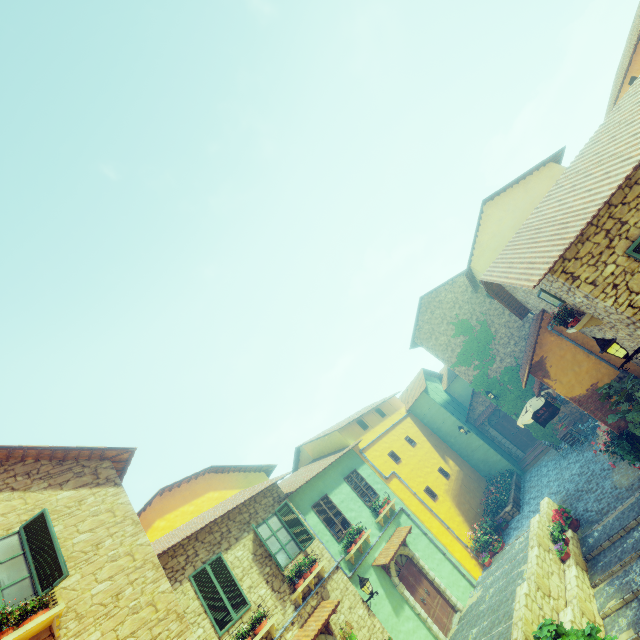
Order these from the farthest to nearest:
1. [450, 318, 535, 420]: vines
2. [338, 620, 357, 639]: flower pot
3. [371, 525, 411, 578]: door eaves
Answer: [450, 318, 535, 420]: vines
[371, 525, 411, 578]: door eaves
[338, 620, 357, 639]: flower pot

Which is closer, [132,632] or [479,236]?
[132,632]

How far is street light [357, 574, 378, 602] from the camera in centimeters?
1100cm

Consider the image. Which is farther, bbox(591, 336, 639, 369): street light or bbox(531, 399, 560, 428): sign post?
bbox(531, 399, 560, 428): sign post

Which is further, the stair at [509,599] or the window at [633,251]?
the stair at [509,599]

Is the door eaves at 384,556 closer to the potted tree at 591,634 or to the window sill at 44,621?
the potted tree at 591,634

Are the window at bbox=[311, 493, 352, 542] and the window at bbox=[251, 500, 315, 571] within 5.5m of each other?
yes

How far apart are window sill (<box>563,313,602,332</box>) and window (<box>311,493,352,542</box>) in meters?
11.0
